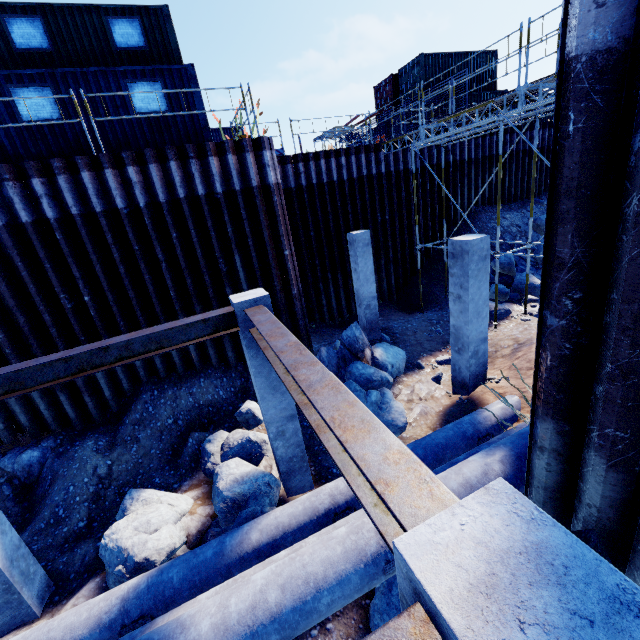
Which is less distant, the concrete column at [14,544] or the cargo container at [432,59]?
the concrete column at [14,544]

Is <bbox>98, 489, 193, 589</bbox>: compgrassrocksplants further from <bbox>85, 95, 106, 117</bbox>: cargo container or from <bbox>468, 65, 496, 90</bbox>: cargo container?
<bbox>468, 65, 496, 90</bbox>: cargo container

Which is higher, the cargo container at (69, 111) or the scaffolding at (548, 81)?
the cargo container at (69, 111)

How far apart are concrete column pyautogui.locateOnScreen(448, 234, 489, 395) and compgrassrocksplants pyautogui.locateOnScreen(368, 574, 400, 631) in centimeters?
394cm

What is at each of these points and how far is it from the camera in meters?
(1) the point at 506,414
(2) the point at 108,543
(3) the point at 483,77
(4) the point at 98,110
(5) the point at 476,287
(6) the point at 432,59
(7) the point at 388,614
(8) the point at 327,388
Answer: (1) pipe, 6.8
(2) compgrassrocksplants, 5.8
(3) cargo container, 21.3
(4) cargo container, 9.3
(5) concrete column, 7.2
(6) cargo container, 19.7
(7) compgrassrocksplants, 4.5
(8) steel beam, 2.7

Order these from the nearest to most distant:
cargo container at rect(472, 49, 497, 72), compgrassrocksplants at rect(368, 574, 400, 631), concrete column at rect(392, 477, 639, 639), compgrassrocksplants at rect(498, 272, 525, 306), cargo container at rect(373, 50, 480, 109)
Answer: concrete column at rect(392, 477, 639, 639) < compgrassrocksplants at rect(368, 574, 400, 631) < compgrassrocksplants at rect(498, 272, 525, 306) < cargo container at rect(373, 50, 480, 109) < cargo container at rect(472, 49, 497, 72)

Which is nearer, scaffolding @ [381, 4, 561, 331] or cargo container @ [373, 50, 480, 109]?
scaffolding @ [381, 4, 561, 331]

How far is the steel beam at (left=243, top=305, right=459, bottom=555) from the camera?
1.6m
